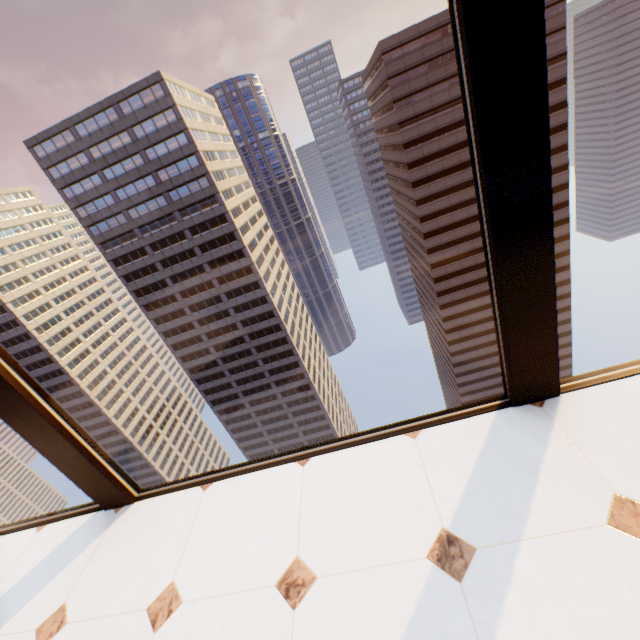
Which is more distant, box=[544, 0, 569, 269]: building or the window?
box=[544, 0, 569, 269]: building

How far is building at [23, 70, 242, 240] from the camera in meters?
50.8 m

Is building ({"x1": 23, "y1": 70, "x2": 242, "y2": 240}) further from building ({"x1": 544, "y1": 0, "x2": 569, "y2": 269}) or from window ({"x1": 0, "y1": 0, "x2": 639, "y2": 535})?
window ({"x1": 0, "y1": 0, "x2": 639, "y2": 535})

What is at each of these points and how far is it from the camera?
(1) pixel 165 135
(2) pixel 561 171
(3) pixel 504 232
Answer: (1) building, 52.1m
(2) building, 52.2m
(3) window, 1.4m

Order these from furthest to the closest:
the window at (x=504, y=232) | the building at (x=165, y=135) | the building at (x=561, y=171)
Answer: the building at (x=165, y=135), the building at (x=561, y=171), the window at (x=504, y=232)

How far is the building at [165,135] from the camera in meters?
50.8
